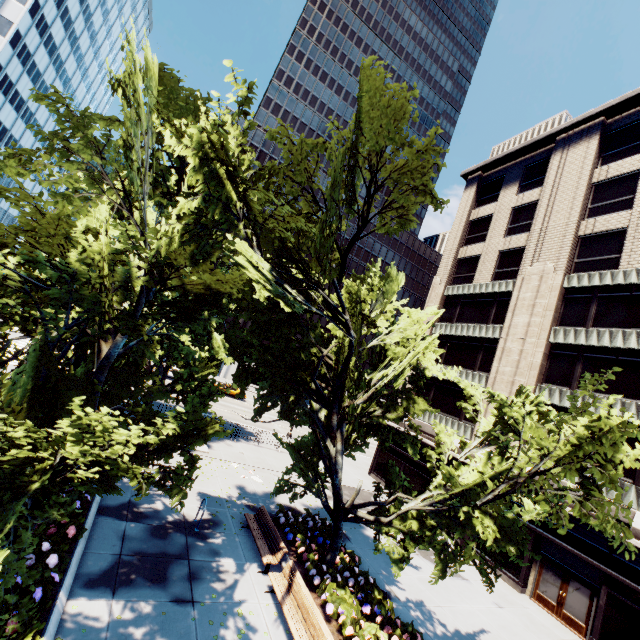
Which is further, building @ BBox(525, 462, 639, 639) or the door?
the door

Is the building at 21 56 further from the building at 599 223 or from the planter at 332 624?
the building at 599 223

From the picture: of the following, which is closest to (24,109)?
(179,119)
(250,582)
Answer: (179,119)

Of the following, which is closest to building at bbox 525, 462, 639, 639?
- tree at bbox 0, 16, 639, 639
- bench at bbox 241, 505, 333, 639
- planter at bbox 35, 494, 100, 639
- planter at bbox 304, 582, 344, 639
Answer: tree at bbox 0, 16, 639, 639

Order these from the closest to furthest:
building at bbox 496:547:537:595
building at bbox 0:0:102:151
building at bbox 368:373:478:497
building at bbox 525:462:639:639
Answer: building at bbox 525:462:639:639 < building at bbox 496:547:537:595 < building at bbox 368:373:478:497 < building at bbox 0:0:102:151

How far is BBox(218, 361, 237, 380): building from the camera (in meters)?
57.61

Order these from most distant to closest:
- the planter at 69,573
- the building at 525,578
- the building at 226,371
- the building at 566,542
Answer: the building at 226,371
the building at 525,578
the building at 566,542
the planter at 69,573

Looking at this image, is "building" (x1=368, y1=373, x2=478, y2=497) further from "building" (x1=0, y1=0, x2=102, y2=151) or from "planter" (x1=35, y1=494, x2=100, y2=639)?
"building" (x1=0, y1=0, x2=102, y2=151)
